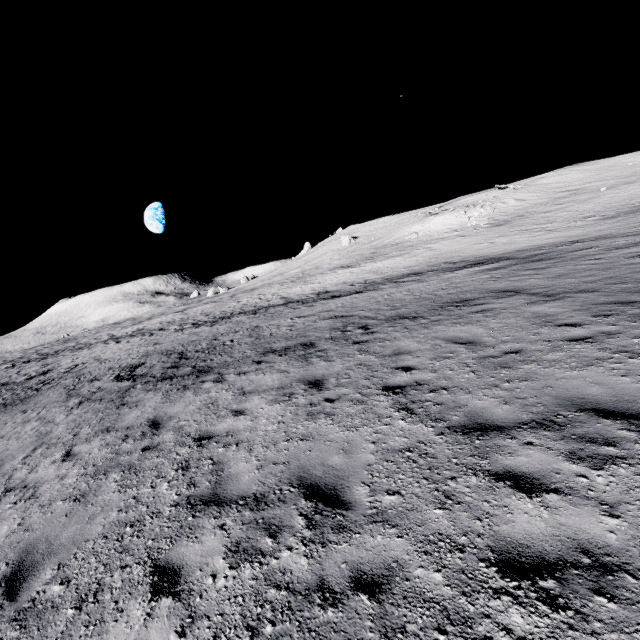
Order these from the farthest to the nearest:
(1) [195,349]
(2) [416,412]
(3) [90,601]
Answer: (1) [195,349] → (2) [416,412] → (3) [90,601]
